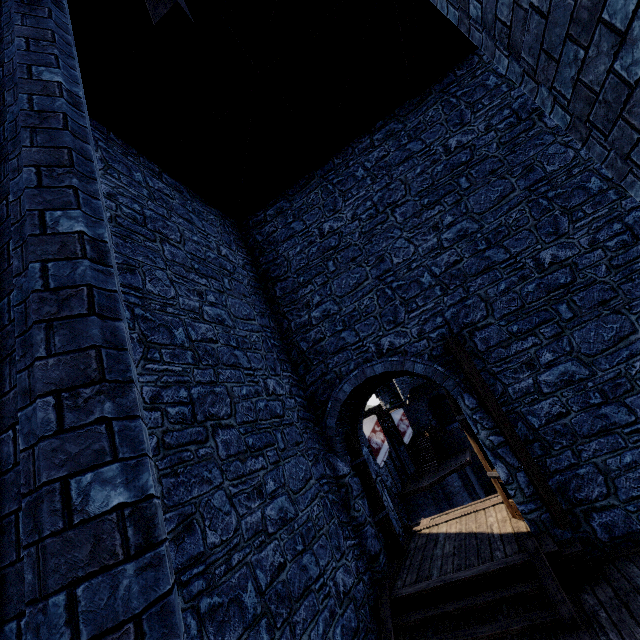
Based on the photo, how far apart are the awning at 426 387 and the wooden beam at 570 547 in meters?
31.7

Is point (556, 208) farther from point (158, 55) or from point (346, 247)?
point (158, 55)

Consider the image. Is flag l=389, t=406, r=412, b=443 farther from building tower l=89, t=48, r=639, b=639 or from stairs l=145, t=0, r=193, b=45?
stairs l=145, t=0, r=193, b=45

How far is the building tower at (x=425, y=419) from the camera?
36.0 meters

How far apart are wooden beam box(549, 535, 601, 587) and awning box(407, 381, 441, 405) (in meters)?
31.69

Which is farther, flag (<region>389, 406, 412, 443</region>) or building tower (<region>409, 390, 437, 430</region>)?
building tower (<region>409, 390, 437, 430</region>)

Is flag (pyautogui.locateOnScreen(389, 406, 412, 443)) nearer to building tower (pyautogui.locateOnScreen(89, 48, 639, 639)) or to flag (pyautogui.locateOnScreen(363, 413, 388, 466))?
flag (pyautogui.locateOnScreen(363, 413, 388, 466))

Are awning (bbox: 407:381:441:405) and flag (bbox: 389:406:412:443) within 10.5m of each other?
yes
